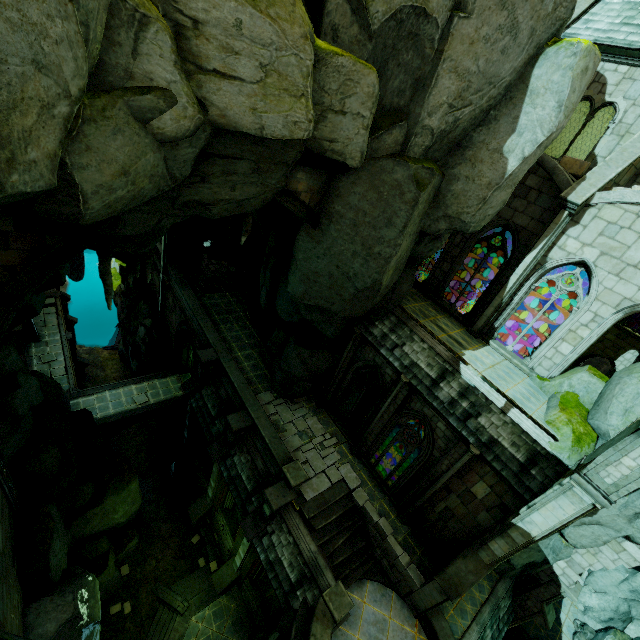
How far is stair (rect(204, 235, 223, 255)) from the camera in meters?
28.2

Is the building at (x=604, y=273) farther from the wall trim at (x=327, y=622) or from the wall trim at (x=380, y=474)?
the wall trim at (x=327, y=622)

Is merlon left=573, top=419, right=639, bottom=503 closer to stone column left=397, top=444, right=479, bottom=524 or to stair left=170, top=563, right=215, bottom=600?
stone column left=397, top=444, right=479, bottom=524

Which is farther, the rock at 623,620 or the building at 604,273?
the rock at 623,620

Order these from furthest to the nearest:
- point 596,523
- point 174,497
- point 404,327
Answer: point 174,497 < point 404,327 < point 596,523

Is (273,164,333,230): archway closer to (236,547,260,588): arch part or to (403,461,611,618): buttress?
(403,461,611,618): buttress

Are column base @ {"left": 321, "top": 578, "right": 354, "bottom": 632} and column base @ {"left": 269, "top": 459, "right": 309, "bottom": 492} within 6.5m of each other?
yes

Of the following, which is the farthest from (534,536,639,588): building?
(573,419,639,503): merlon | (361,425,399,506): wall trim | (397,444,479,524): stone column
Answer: (397,444,479,524): stone column
